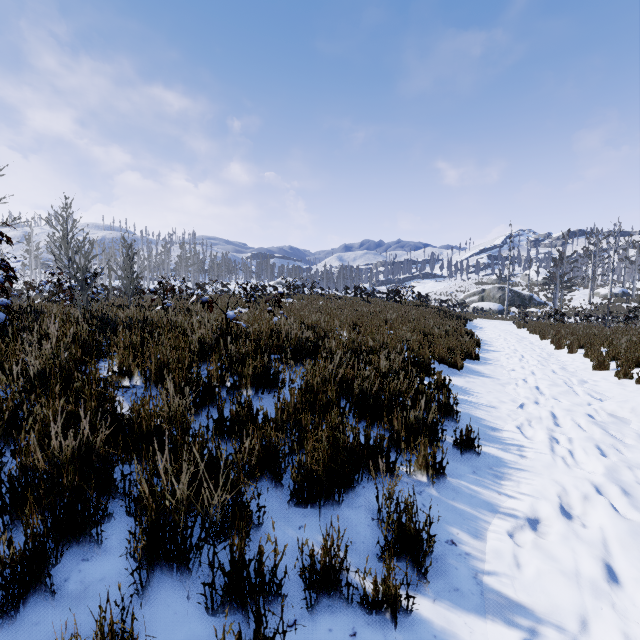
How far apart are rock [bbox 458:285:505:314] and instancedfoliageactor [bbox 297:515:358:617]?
48.5 meters

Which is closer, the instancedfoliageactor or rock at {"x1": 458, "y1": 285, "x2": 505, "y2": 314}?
the instancedfoliageactor

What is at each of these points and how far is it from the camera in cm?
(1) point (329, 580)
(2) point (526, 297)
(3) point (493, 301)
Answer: (1) instancedfoliageactor, 156
(2) rock, 4269
(3) rock, 4412

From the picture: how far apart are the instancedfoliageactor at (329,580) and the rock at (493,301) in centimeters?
4855cm

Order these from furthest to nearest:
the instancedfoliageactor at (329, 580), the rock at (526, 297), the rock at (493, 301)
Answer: the rock at (526, 297), the rock at (493, 301), the instancedfoliageactor at (329, 580)

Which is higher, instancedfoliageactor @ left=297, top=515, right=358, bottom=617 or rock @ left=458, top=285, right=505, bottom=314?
rock @ left=458, top=285, right=505, bottom=314

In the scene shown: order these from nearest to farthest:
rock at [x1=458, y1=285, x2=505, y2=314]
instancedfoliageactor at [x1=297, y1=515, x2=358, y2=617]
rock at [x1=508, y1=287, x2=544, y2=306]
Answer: instancedfoliageactor at [x1=297, y1=515, x2=358, y2=617] → rock at [x1=458, y1=285, x2=505, y2=314] → rock at [x1=508, y1=287, x2=544, y2=306]
